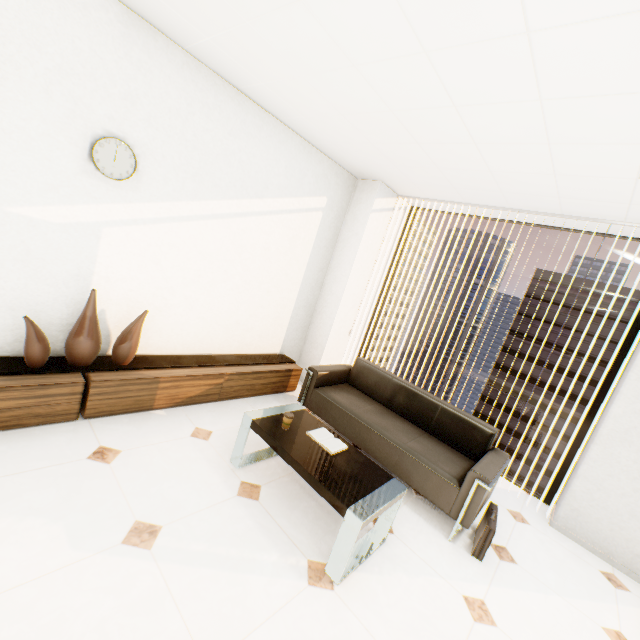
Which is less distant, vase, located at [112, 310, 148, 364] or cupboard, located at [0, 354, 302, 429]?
cupboard, located at [0, 354, 302, 429]

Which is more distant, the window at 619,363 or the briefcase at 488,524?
the window at 619,363

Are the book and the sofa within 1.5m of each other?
yes

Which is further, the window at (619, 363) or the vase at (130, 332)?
the window at (619, 363)

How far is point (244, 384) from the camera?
3.65m

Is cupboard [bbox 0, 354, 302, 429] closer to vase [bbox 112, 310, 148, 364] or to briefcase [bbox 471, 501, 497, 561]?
vase [bbox 112, 310, 148, 364]

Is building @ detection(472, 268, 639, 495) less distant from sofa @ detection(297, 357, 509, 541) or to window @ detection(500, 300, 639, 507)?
window @ detection(500, 300, 639, 507)

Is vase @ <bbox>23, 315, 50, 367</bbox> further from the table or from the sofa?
the sofa
